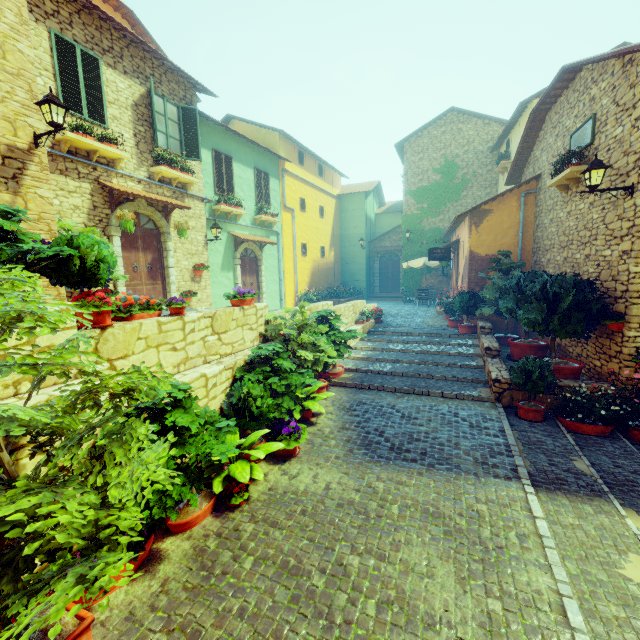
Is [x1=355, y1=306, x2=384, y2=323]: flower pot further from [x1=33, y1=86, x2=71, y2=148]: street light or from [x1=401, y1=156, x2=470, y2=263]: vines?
[x1=33, y1=86, x2=71, y2=148]: street light

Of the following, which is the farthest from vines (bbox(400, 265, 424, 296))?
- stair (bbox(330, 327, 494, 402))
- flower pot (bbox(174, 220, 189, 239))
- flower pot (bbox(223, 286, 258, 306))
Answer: flower pot (bbox(223, 286, 258, 306))

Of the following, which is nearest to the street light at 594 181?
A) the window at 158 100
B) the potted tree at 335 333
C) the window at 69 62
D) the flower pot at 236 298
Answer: the potted tree at 335 333

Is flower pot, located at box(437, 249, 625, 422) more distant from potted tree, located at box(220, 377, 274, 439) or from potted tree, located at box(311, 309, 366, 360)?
potted tree, located at box(220, 377, 274, 439)

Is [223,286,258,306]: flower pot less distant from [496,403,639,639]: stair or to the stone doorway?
[496,403,639,639]: stair

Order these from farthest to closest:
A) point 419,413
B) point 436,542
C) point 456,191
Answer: point 456,191, point 419,413, point 436,542

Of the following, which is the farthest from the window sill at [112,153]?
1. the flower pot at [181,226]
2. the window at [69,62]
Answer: the flower pot at [181,226]

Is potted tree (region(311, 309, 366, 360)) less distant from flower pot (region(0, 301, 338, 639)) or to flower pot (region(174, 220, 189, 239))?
flower pot (region(0, 301, 338, 639))
